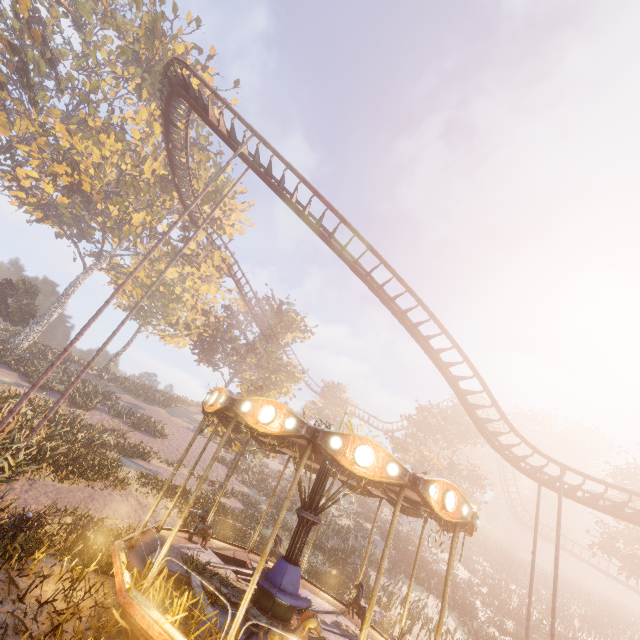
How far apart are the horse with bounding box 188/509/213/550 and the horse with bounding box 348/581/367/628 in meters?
4.5

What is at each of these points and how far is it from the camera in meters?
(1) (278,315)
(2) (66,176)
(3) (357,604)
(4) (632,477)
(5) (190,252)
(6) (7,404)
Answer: (1) instancedfoliageactor, 42.3
(2) instancedfoliageactor, 29.4
(3) horse, 9.2
(4) tree, 29.2
(5) instancedfoliageactor, 36.8
(6) instancedfoliageactor, 11.0

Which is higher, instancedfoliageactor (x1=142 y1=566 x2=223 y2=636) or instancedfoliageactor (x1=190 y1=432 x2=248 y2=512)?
instancedfoliageactor (x1=190 y1=432 x2=248 y2=512)

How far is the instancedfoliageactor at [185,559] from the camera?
7.6 meters

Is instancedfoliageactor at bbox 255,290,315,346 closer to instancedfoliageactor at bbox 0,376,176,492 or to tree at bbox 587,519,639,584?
instancedfoliageactor at bbox 0,376,176,492

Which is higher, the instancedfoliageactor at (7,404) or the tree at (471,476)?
the tree at (471,476)

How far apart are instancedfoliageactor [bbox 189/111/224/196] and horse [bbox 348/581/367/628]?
39.2 meters

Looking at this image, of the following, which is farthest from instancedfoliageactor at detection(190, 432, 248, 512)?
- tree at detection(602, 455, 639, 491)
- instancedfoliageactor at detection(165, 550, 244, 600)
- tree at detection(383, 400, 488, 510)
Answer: tree at detection(602, 455, 639, 491)
